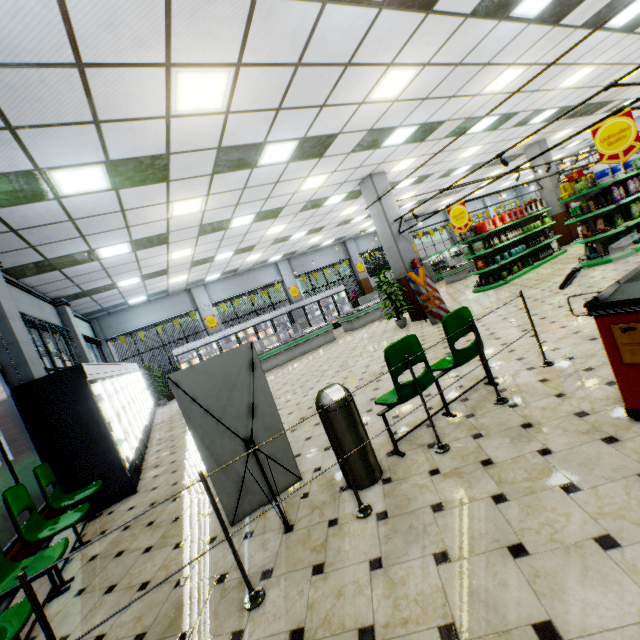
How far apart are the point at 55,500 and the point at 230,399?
3.47m

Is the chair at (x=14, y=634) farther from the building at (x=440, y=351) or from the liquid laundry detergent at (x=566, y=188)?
the liquid laundry detergent at (x=566, y=188)

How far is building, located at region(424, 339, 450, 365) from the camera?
5.96m

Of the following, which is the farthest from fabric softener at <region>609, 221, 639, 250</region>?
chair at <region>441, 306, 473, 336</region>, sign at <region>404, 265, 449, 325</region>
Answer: chair at <region>441, 306, 473, 336</region>

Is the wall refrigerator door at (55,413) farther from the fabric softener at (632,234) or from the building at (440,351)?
the fabric softener at (632,234)

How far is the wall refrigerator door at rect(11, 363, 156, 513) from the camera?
4.9m

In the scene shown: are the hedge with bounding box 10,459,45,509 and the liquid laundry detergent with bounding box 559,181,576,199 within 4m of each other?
no

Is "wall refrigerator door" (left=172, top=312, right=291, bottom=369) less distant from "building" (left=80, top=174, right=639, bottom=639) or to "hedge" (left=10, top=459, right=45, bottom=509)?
"building" (left=80, top=174, right=639, bottom=639)
